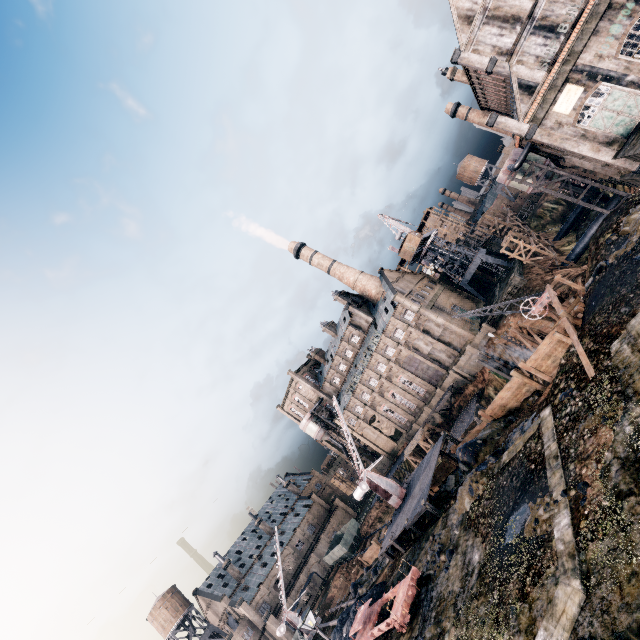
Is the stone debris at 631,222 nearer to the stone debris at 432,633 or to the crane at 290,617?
the stone debris at 432,633

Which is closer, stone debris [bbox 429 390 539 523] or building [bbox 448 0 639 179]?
stone debris [bbox 429 390 539 523]

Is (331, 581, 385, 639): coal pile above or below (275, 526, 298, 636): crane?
below

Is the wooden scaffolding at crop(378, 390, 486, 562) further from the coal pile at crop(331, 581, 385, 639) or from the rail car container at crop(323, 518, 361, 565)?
the rail car container at crop(323, 518, 361, 565)

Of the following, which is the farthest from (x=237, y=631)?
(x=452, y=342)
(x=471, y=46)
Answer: (x=471, y=46)

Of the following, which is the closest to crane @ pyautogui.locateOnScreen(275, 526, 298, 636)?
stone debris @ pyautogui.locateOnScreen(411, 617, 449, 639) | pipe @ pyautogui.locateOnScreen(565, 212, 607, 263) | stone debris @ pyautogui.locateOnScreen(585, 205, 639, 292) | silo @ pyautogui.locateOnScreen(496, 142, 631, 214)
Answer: stone debris @ pyautogui.locateOnScreen(411, 617, 449, 639)

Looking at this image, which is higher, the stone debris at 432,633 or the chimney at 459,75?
the chimney at 459,75

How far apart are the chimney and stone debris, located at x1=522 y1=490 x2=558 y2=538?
57.46m
